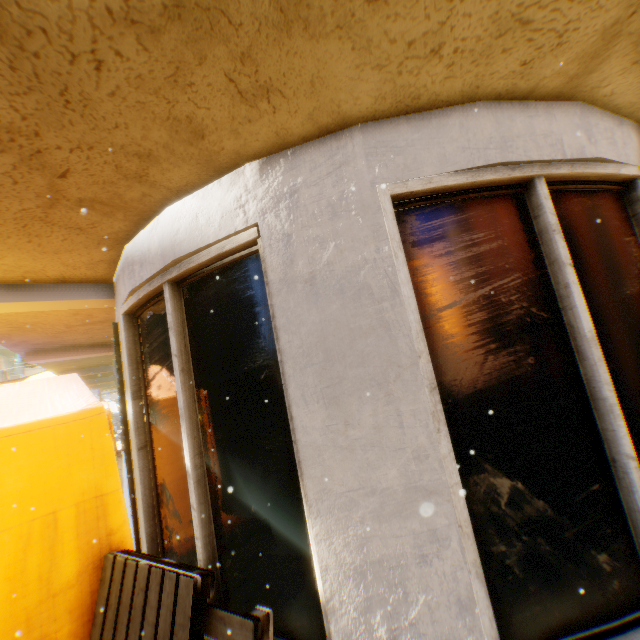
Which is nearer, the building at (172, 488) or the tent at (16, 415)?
the building at (172, 488)

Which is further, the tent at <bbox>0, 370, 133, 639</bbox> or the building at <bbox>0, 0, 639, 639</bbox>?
the tent at <bbox>0, 370, 133, 639</bbox>

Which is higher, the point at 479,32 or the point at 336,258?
the point at 479,32
